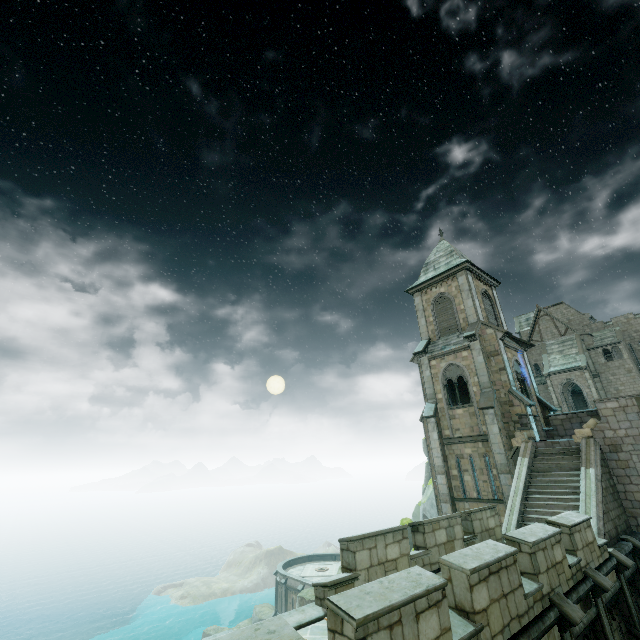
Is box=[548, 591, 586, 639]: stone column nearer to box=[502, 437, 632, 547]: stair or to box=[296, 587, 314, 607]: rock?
box=[502, 437, 632, 547]: stair

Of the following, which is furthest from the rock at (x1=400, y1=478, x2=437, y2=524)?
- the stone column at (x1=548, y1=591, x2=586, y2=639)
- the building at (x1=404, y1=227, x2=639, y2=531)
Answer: the stone column at (x1=548, y1=591, x2=586, y2=639)

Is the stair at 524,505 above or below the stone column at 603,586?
above

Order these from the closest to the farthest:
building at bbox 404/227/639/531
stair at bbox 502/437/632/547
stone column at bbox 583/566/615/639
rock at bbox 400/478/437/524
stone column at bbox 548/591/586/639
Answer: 1. stone column at bbox 548/591/586/639
2. stone column at bbox 583/566/615/639
3. stair at bbox 502/437/632/547
4. building at bbox 404/227/639/531
5. rock at bbox 400/478/437/524

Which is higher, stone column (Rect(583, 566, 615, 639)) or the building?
the building

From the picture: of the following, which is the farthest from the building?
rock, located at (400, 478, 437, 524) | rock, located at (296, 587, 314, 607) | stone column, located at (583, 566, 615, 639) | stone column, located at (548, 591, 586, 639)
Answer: stone column, located at (583, 566, 615, 639)

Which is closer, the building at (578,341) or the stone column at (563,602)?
the stone column at (563,602)

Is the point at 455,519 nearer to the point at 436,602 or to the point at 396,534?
the point at 396,534
